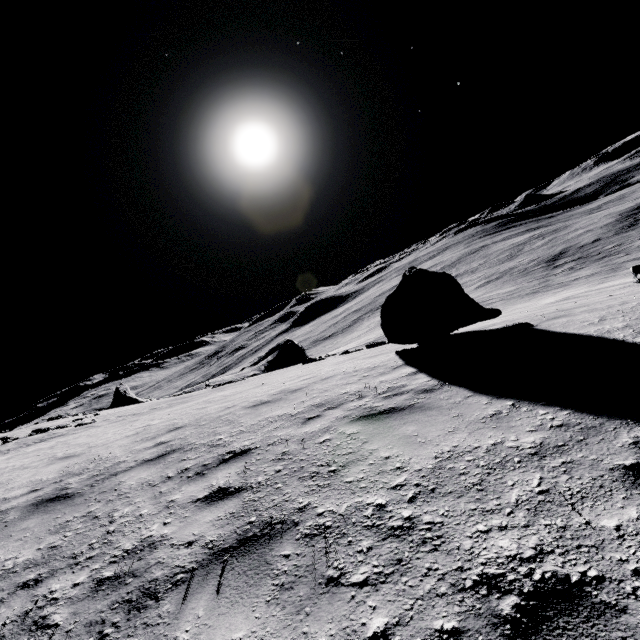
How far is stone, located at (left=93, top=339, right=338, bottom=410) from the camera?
27.6 meters

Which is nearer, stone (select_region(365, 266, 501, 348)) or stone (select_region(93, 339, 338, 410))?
stone (select_region(365, 266, 501, 348))

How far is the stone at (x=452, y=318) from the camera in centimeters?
846cm

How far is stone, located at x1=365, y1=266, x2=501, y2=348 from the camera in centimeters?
846cm

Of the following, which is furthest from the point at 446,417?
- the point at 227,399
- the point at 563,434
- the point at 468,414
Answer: the point at 227,399

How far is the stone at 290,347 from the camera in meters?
27.6
